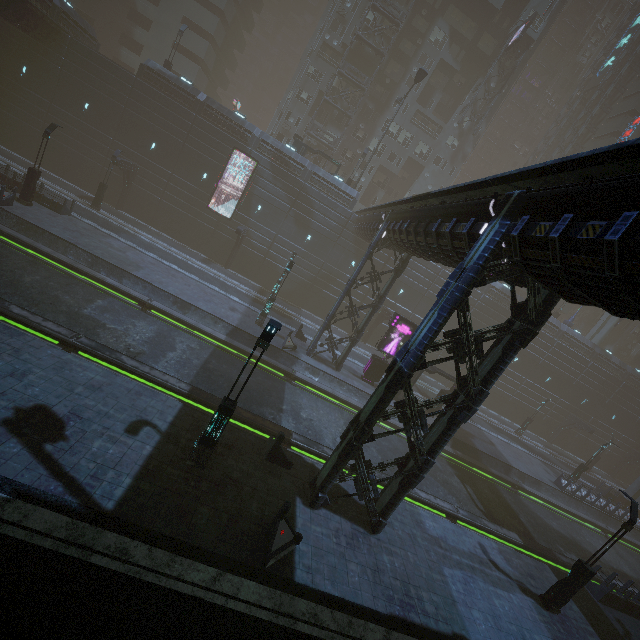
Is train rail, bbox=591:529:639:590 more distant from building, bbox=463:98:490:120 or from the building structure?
the building structure

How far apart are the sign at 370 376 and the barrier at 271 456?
13.8 meters

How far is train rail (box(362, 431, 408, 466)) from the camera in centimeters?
1870cm

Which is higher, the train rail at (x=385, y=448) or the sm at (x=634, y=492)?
the sm at (x=634, y=492)

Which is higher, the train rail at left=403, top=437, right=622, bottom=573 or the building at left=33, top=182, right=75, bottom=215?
the building at left=33, top=182, right=75, bottom=215

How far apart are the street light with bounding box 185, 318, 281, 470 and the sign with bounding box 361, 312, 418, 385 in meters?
16.7 m

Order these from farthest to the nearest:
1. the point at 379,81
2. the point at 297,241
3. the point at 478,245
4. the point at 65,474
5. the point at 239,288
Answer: the point at 379,81 < the point at 297,241 < the point at 239,288 < the point at 478,245 < the point at 65,474

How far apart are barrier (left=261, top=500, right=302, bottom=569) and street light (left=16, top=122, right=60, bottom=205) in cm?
2551
